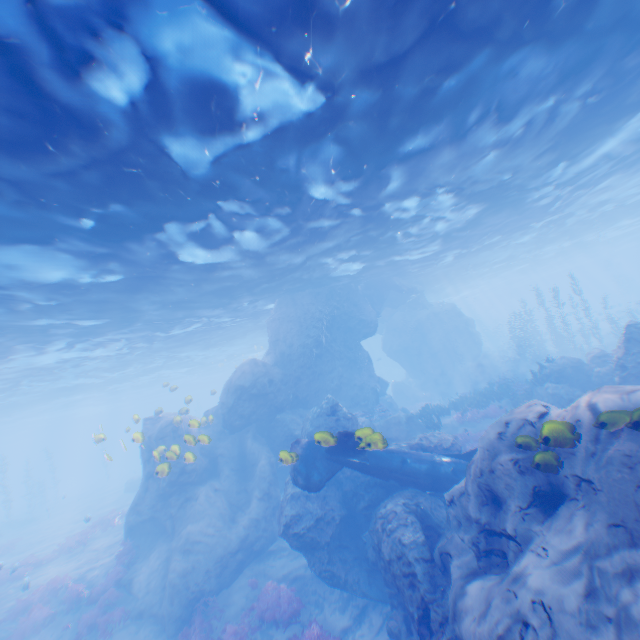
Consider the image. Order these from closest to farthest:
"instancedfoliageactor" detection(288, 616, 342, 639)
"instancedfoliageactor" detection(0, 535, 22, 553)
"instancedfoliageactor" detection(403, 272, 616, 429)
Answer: "instancedfoliageactor" detection(288, 616, 342, 639) → "instancedfoliageactor" detection(403, 272, 616, 429) → "instancedfoliageactor" detection(0, 535, 22, 553)

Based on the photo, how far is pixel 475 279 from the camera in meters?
44.6 m

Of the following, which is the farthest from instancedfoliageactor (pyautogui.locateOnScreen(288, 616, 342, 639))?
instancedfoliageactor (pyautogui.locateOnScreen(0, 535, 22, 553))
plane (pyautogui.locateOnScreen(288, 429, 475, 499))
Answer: instancedfoliageactor (pyautogui.locateOnScreen(0, 535, 22, 553))

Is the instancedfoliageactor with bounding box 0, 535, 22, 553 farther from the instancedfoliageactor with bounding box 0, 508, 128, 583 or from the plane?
the plane

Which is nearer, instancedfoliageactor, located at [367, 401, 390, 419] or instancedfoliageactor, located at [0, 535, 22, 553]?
instancedfoliageactor, located at [367, 401, 390, 419]

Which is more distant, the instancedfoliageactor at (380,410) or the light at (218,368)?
the instancedfoliageactor at (380,410)

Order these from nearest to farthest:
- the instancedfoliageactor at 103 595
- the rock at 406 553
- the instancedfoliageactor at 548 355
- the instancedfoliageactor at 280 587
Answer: the rock at 406 553
the instancedfoliageactor at 280 587
the instancedfoliageactor at 103 595
the instancedfoliageactor at 548 355

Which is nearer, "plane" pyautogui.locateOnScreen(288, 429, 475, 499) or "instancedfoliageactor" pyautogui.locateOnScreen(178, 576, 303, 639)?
"plane" pyautogui.locateOnScreen(288, 429, 475, 499)
